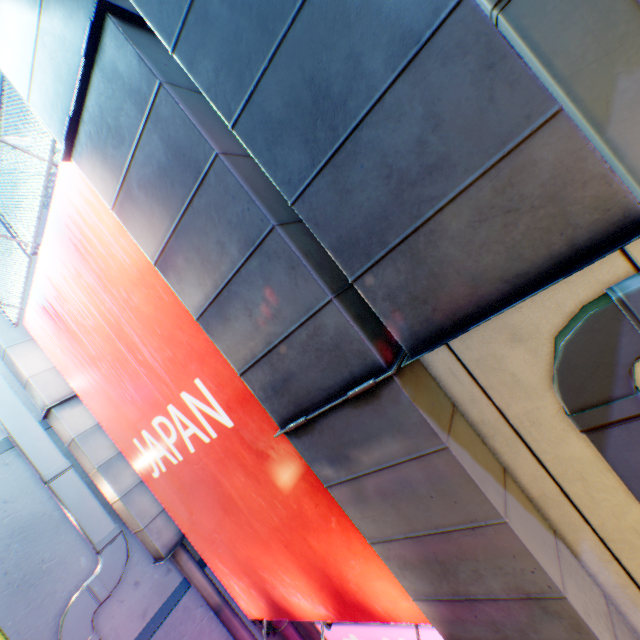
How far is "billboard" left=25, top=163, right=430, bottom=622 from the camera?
2.7m

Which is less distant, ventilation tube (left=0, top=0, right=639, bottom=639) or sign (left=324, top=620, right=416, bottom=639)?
ventilation tube (left=0, top=0, right=639, bottom=639)

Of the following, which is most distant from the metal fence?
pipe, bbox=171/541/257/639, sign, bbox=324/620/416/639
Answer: sign, bbox=324/620/416/639

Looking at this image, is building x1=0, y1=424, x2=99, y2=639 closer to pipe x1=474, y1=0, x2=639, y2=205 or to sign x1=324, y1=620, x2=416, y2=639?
sign x1=324, y1=620, x2=416, y2=639

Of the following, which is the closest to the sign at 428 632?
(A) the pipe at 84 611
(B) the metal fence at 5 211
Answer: (A) the pipe at 84 611

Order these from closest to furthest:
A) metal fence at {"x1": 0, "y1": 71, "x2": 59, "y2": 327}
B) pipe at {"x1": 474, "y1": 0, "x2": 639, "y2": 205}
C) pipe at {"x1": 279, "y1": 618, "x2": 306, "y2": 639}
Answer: pipe at {"x1": 474, "y1": 0, "x2": 639, "y2": 205}, metal fence at {"x1": 0, "y1": 71, "x2": 59, "y2": 327}, pipe at {"x1": 279, "y1": 618, "x2": 306, "y2": 639}

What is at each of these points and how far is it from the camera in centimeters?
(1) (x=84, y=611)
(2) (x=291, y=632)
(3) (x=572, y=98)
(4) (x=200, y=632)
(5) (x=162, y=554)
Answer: (1) pipe, 369cm
(2) pipe, 477cm
(3) pipe, 127cm
(4) building, 438cm
(5) ventilation tube, 421cm

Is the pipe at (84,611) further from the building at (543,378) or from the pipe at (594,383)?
the pipe at (594,383)
